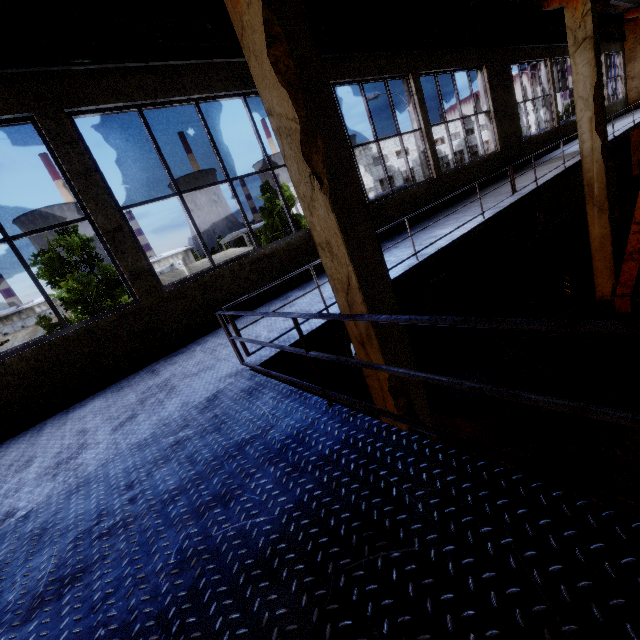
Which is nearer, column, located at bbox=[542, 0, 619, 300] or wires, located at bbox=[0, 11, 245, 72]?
wires, located at bbox=[0, 11, 245, 72]

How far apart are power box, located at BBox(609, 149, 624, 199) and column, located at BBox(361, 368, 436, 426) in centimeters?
2214cm

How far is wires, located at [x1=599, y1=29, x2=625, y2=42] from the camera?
17.0m

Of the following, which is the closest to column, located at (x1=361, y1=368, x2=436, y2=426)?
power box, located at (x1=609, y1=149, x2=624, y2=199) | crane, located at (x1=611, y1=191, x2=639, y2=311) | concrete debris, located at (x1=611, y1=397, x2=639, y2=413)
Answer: concrete debris, located at (x1=611, y1=397, x2=639, y2=413)

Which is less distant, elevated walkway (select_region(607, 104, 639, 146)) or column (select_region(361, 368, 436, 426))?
column (select_region(361, 368, 436, 426))

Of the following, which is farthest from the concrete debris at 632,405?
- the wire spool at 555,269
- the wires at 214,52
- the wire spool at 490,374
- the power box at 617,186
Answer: the power box at 617,186

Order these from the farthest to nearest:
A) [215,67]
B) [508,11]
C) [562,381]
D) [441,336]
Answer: [508,11] < [441,336] < [562,381] < [215,67]

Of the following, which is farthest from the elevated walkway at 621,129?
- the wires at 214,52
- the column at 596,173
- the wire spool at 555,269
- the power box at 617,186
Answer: the wires at 214,52
